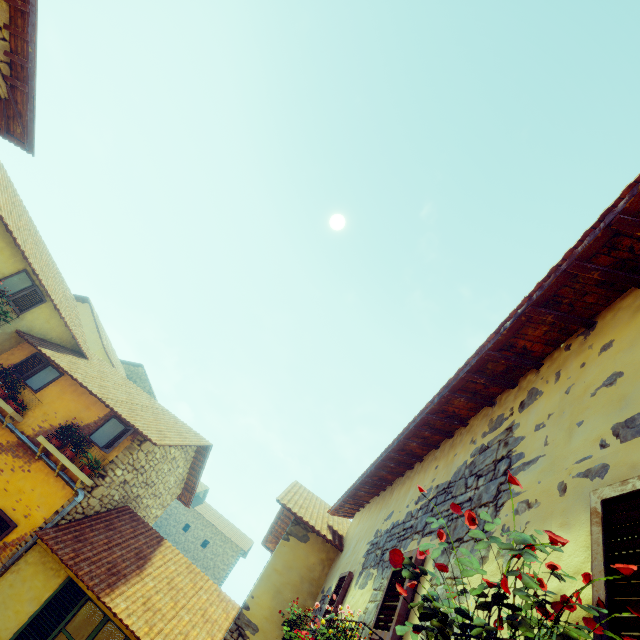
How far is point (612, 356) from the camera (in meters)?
2.00

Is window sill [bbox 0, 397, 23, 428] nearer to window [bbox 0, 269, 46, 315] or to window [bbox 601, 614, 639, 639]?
window [bbox 601, 614, 639, 639]

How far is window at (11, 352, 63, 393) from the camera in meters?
8.3

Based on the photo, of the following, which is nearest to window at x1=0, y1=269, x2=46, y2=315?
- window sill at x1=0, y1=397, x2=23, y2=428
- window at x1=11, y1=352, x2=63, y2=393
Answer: window at x1=11, y1=352, x2=63, y2=393

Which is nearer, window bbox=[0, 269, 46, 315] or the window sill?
the window sill

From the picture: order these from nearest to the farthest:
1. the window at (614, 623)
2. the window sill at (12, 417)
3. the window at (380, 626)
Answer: the window at (614, 623) < the window at (380, 626) < the window sill at (12, 417)

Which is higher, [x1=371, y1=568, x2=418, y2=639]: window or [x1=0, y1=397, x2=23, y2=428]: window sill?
[x1=371, y1=568, x2=418, y2=639]: window

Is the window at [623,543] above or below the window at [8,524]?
above
